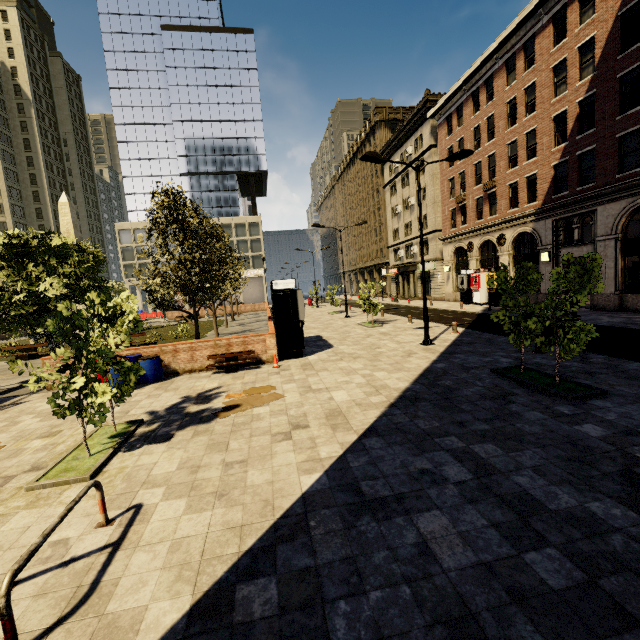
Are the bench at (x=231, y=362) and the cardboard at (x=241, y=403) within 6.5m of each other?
yes

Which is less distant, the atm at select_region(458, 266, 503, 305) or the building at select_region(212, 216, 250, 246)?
the atm at select_region(458, 266, 503, 305)

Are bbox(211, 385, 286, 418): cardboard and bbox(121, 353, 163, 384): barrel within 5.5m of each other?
yes

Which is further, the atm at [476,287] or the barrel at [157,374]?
the atm at [476,287]

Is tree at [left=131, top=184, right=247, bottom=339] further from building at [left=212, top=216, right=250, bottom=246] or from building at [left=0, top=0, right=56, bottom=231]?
building at [left=212, top=216, right=250, bottom=246]

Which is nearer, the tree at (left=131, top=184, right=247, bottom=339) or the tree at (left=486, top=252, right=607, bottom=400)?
the tree at (left=486, top=252, right=607, bottom=400)

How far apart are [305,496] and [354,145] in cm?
6535

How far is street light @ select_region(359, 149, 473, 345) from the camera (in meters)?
12.74
